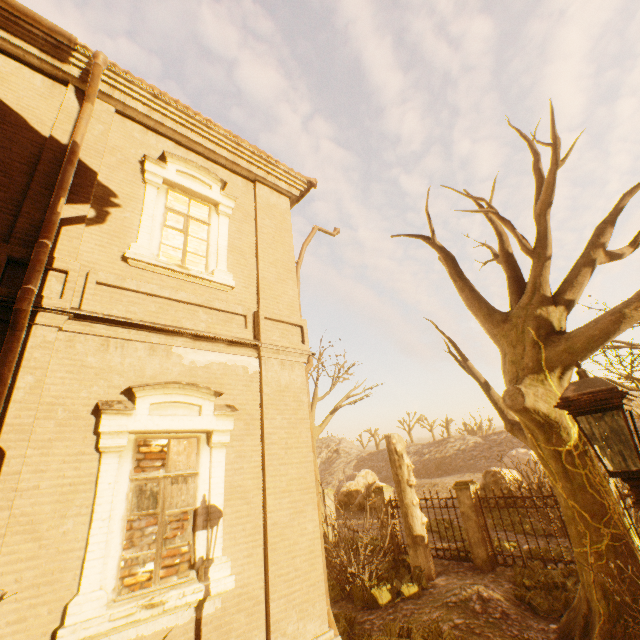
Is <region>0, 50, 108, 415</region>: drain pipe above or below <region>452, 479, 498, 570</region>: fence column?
above

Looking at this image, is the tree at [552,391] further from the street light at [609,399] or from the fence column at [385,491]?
the fence column at [385,491]

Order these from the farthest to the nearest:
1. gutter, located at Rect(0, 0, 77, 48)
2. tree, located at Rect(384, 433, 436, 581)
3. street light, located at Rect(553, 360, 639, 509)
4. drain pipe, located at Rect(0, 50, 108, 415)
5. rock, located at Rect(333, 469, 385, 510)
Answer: rock, located at Rect(333, 469, 385, 510), tree, located at Rect(384, 433, 436, 581), gutter, located at Rect(0, 0, 77, 48), drain pipe, located at Rect(0, 50, 108, 415), street light, located at Rect(553, 360, 639, 509)

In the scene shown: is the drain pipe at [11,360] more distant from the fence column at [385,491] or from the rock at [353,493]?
the rock at [353,493]

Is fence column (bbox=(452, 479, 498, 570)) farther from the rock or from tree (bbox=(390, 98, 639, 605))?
tree (bbox=(390, 98, 639, 605))

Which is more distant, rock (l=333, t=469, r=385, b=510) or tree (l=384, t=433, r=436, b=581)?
rock (l=333, t=469, r=385, b=510)

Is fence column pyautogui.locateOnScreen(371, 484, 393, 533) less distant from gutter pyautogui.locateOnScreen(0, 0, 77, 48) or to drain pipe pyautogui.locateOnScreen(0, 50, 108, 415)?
drain pipe pyautogui.locateOnScreen(0, 50, 108, 415)

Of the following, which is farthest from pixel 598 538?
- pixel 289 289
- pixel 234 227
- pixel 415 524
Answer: pixel 234 227
